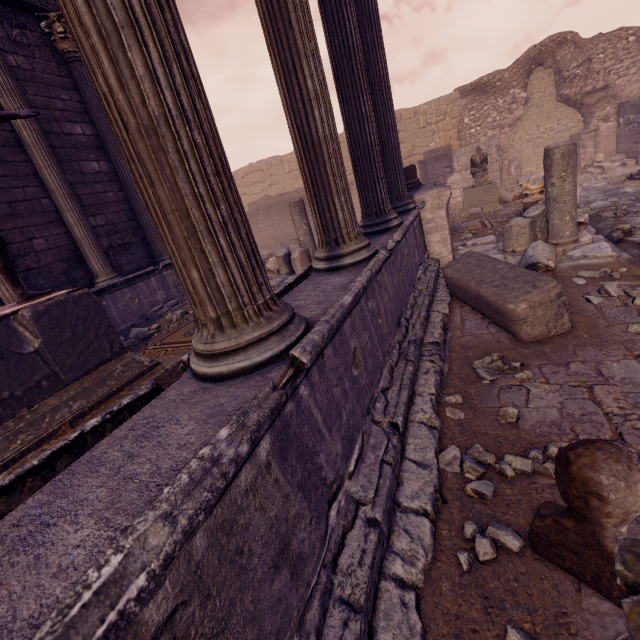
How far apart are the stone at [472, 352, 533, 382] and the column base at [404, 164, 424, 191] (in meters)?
5.44

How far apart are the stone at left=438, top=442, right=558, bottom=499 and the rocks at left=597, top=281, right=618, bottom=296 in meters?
2.7 m

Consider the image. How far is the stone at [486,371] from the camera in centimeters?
317cm

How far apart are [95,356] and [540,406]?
4.4m

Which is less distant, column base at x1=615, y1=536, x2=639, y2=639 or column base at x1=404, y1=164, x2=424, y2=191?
column base at x1=615, y1=536, x2=639, y2=639

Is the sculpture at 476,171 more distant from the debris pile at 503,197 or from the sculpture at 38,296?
the sculpture at 38,296

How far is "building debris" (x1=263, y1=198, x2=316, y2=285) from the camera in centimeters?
785cm

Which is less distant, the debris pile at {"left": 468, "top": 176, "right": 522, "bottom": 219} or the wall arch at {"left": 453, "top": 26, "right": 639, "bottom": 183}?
the debris pile at {"left": 468, "top": 176, "right": 522, "bottom": 219}
